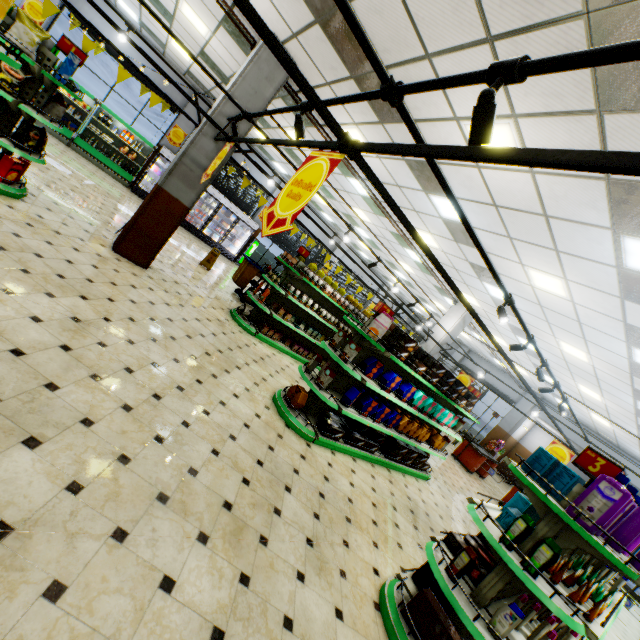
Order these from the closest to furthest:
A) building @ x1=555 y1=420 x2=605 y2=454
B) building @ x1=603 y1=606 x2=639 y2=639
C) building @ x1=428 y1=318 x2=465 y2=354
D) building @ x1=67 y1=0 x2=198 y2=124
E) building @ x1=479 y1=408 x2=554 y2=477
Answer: building @ x1=603 y1=606 x2=639 y2=639 < building @ x1=67 y1=0 x2=198 y2=124 < building @ x1=428 y1=318 x2=465 y2=354 < building @ x1=555 y1=420 x2=605 y2=454 < building @ x1=479 y1=408 x2=554 y2=477

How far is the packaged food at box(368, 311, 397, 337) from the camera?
5.08m

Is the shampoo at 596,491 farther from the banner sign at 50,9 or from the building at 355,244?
the banner sign at 50,9

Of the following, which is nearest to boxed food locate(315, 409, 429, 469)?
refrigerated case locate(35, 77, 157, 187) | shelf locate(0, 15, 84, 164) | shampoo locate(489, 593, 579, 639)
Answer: shampoo locate(489, 593, 579, 639)

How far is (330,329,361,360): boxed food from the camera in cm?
516

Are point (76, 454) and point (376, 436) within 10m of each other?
yes

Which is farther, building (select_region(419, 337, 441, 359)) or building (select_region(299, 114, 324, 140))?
building (select_region(419, 337, 441, 359))

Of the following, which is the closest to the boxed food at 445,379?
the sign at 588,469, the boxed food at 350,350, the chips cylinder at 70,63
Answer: the boxed food at 350,350
